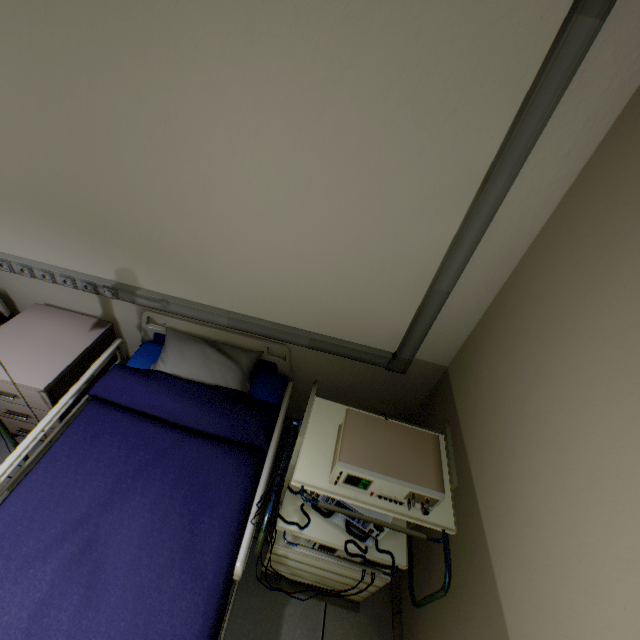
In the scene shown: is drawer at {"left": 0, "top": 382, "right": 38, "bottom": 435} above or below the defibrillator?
below

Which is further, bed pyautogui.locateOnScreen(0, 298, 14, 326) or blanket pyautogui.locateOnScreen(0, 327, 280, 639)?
bed pyautogui.locateOnScreen(0, 298, 14, 326)

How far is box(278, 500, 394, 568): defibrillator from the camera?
1.21m

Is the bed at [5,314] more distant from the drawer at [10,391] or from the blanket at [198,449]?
the blanket at [198,449]

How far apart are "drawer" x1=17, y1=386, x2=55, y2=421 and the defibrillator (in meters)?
1.53

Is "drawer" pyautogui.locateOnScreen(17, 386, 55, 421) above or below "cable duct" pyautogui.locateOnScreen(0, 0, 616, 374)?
below

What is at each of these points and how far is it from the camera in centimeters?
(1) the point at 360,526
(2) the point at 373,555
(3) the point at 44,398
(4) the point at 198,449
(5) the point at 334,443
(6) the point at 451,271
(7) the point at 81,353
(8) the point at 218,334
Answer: (1) defibrillator, 124cm
(2) health monitor, 130cm
(3) drawer, 171cm
(4) blanket, 160cm
(5) health monitor, 118cm
(6) cable duct, 151cm
(7) nightstand, 185cm
(8) bed, 199cm

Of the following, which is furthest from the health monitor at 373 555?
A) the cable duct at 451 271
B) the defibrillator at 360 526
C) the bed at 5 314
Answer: the bed at 5 314
